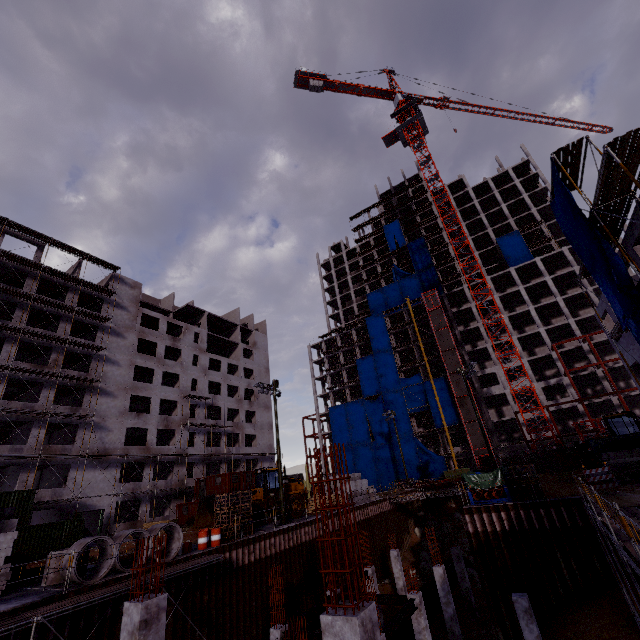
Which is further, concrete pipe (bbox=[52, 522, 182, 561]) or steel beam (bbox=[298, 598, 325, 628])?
steel beam (bbox=[298, 598, 325, 628])

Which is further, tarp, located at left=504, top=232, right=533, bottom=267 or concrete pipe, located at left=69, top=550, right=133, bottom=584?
tarp, located at left=504, top=232, right=533, bottom=267

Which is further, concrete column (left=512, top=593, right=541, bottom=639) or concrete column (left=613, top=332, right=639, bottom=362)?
concrete column (left=613, top=332, right=639, bottom=362)

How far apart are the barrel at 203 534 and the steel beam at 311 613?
5.97m

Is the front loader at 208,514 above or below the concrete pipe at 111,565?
above

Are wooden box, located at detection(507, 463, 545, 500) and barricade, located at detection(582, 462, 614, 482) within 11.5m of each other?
yes

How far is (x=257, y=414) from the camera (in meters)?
58.75

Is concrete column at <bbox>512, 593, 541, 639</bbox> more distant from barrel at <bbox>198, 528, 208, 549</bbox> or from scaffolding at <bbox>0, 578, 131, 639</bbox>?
barrel at <bbox>198, 528, 208, 549</bbox>
